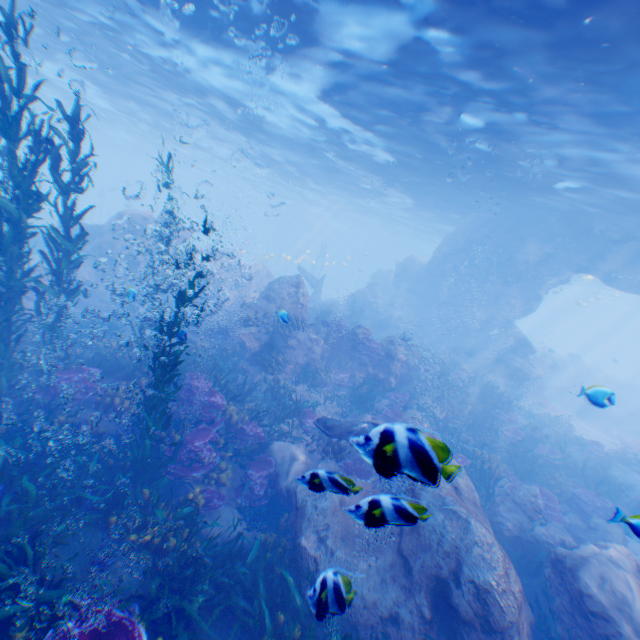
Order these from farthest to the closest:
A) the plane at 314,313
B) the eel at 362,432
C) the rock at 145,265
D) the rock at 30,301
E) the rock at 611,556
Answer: the plane at 314,313 < the rock at 145,265 < the rock at 30,301 < the rock at 611,556 < the eel at 362,432

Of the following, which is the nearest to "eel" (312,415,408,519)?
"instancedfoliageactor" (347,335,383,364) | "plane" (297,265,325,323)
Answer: "instancedfoliageactor" (347,335,383,364)

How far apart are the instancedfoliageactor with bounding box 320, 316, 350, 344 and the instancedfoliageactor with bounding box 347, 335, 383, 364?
0.5m

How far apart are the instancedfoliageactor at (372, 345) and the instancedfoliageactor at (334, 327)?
0.5 meters

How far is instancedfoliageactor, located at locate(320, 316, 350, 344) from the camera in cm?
1466

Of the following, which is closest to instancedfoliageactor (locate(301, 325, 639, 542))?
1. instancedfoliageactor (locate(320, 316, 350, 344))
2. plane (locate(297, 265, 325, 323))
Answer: plane (locate(297, 265, 325, 323))

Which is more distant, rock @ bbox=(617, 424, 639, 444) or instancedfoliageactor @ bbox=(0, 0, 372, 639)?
rock @ bbox=(617, 424, 639, 444)

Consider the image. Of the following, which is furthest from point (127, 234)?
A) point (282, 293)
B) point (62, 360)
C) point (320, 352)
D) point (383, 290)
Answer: point (383, 290)
